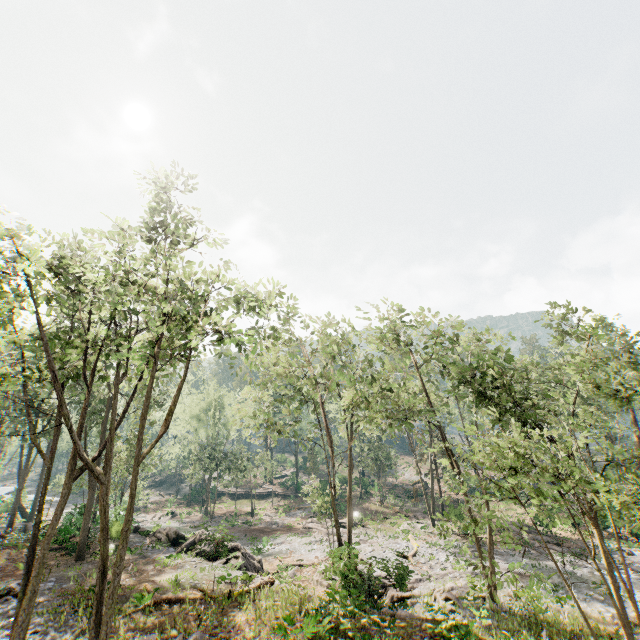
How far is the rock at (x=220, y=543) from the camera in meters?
17.7 m

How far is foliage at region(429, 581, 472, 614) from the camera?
18.81m

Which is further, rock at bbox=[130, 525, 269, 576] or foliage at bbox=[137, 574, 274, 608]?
rock at bbox=[130, 525, 269, 576]

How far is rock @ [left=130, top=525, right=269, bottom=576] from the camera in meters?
17.7

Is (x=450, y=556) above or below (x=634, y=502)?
below

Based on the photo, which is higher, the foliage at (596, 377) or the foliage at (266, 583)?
the foliage at (596, 377)

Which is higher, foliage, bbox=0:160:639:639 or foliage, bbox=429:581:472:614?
foliage, bbox=0:160:639:639
